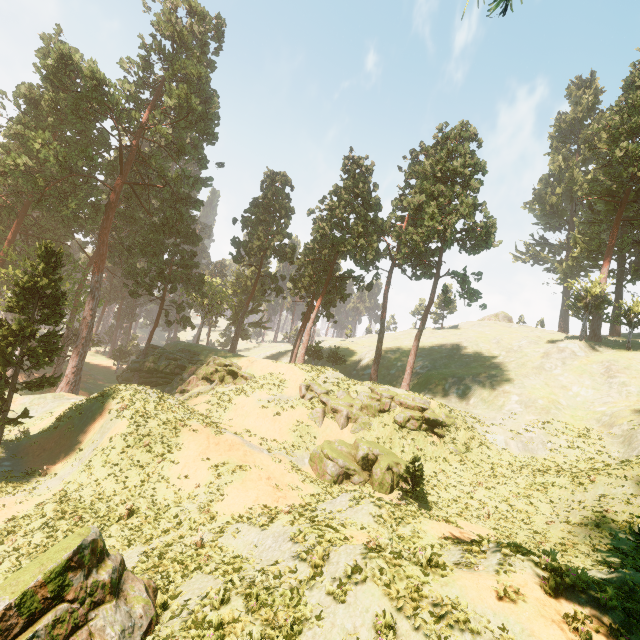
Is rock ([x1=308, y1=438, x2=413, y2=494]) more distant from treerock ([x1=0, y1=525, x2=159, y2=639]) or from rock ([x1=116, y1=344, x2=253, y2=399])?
treerock ([x1=0, y1=525, x2=159, y2=639])

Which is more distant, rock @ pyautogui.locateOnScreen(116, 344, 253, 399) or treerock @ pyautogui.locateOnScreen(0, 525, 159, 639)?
rock @ pyautogui.locateOnScreen(116, 344, 253, 399)

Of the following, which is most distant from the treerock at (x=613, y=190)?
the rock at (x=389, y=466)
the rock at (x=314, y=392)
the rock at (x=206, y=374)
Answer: the rock at (x=389, y=466)

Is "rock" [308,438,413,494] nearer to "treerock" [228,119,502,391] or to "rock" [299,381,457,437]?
"rock" [299,381,457,437]

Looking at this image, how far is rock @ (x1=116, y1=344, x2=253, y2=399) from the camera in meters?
36.8

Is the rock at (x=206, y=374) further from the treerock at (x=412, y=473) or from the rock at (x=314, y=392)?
the rock at (x=314, y=392)

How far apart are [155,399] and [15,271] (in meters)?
23.36

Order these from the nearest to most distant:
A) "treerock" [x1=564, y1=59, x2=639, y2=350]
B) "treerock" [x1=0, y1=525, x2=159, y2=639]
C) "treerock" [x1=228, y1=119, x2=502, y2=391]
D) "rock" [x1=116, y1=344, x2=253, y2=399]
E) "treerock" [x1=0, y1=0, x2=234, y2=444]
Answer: "treerock" [x1=0, y1=525, x2=159, y2=639] < "treerock" [x1=0, y1=0, x2=234, y2=444] < "rock" [x1=116, y1=344, x2=253, y2=399] < "treerock" [x1=228, y1=119, x2=502, y2=391] < "treerock" [x1=564, y1=59, x2=639, y2=350]
